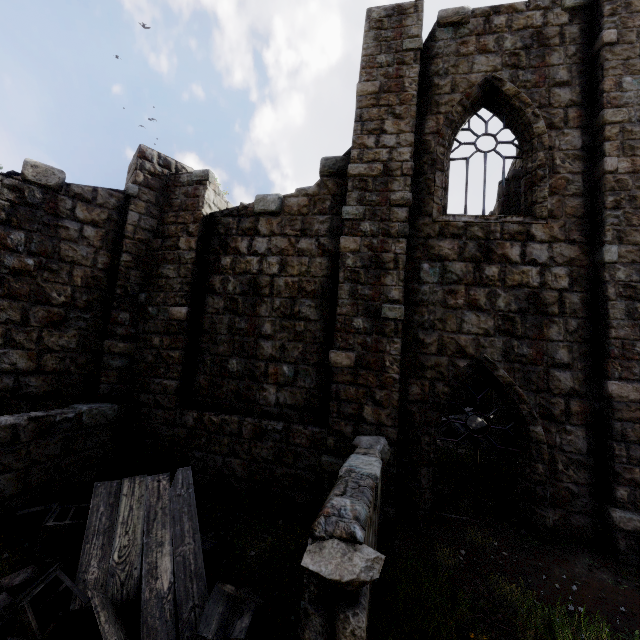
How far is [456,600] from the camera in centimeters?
438cm

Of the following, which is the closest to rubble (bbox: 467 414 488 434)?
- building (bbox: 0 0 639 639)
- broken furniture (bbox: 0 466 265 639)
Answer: building (bbox: 0 0 639 639)

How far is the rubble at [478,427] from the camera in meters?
11.2 m

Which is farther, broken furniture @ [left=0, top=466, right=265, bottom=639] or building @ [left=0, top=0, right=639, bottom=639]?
building @ [left=0, top=0, right=639, bottom=639]

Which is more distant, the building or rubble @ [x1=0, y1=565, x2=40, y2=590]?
the building

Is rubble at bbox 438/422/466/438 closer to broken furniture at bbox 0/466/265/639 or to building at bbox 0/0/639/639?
building at bbox 0/0/639/639

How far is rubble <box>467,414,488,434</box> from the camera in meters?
11.2

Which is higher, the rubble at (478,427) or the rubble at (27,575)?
the rubble at (478,427)
